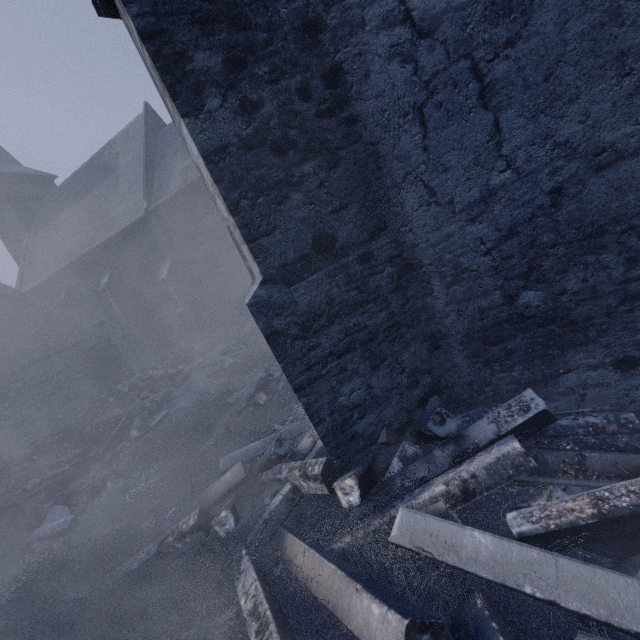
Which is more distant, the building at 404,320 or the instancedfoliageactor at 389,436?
the instancedfoliageactor at 389,436

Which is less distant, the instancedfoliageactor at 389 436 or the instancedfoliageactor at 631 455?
the instancedfoliageactor at 631 455

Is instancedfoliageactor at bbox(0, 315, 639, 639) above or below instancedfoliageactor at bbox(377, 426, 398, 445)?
below

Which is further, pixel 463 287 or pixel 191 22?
pixel 463 287

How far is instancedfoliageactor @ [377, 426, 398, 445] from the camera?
2.9 meters

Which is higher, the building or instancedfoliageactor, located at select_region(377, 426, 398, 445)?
the building

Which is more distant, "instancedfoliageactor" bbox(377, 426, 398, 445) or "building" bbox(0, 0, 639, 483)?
"instancedfoliageactor" bbox(377, 426, 398, 445)
